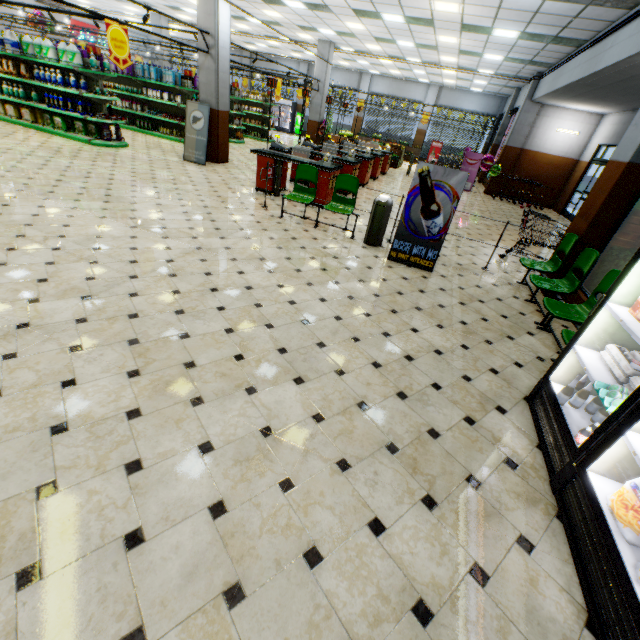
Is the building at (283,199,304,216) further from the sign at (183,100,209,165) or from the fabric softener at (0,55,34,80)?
the fabric softener at (0,55,34,80)

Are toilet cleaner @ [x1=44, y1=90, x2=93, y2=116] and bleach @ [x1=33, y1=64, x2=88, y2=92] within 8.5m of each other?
yes

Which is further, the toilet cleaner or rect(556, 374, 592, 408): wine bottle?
the toilet cleaner

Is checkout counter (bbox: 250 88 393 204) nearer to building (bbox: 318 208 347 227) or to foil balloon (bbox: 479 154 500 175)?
building (bbox: 318 208 347 227)

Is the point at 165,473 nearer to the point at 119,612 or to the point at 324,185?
the point at 119,612

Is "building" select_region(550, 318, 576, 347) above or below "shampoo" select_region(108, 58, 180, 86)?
below

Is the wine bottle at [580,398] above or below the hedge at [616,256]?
below

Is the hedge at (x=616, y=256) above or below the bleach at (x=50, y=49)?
below
